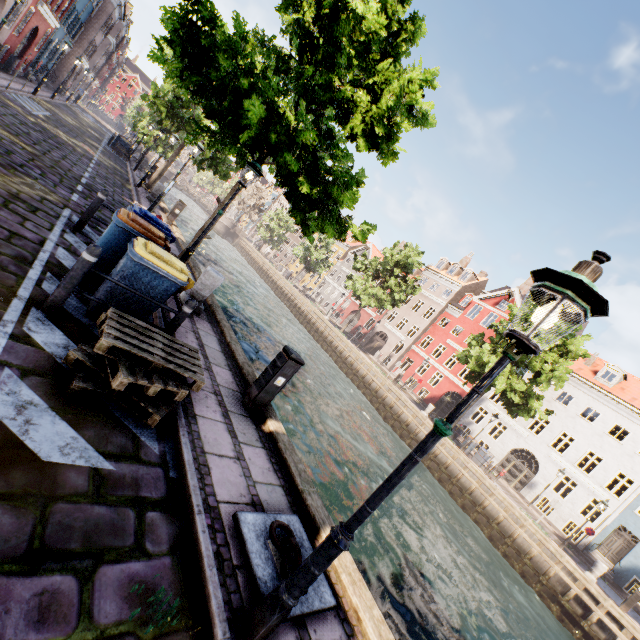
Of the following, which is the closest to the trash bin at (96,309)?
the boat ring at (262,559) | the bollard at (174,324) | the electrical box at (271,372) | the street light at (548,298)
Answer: the bollard at (174,324)

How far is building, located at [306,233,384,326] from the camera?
48.12m

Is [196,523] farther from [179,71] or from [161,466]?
[179,71]

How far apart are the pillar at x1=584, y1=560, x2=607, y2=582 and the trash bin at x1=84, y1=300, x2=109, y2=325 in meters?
23.6 m

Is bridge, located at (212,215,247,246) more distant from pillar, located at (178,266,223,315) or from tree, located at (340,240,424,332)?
pillar, located at (178,266,223,315)

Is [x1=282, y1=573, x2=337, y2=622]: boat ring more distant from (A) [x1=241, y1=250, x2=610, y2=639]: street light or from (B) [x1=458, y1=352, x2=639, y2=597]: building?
(B) [x1=458, y1=352, x2=639, y2=597]: building

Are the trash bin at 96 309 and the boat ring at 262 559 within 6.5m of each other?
yes

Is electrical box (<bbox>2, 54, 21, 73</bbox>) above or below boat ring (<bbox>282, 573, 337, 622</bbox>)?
above
